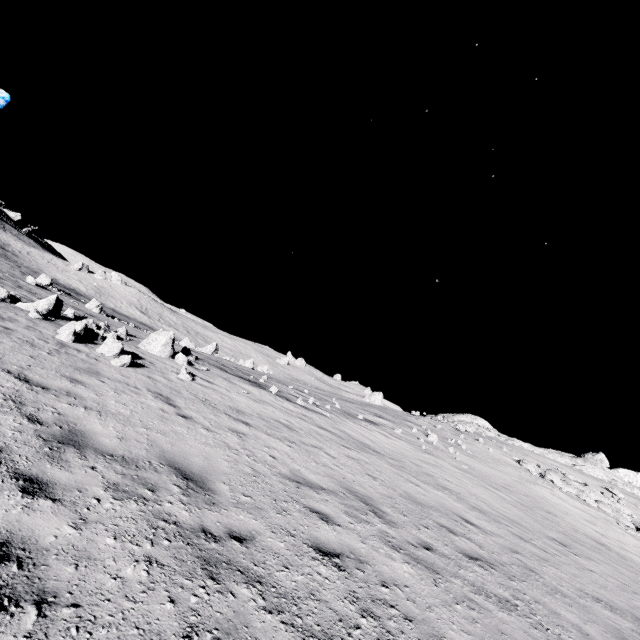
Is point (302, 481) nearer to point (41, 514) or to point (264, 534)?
point (264, 534)

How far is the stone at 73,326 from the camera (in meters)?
9.79

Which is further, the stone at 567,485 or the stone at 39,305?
the stone at 567,485

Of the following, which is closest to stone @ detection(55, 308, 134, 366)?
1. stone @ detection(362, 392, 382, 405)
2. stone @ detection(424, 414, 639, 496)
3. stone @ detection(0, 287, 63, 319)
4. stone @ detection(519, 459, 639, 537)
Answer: stone @ detection(0, 287, 63, 319)

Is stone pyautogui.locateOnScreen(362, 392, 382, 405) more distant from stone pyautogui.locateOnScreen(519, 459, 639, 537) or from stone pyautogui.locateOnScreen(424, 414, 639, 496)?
stone pyautogui.locateOnScreen(519, 459, 639, 537)

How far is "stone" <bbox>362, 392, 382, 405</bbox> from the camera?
46.19m

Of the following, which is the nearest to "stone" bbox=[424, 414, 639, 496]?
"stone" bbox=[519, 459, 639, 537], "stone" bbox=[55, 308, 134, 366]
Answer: "stone" bbox=[519, 459, 639, 537]

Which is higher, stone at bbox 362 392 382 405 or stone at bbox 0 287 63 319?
stone at bbox 362 392 382 405
